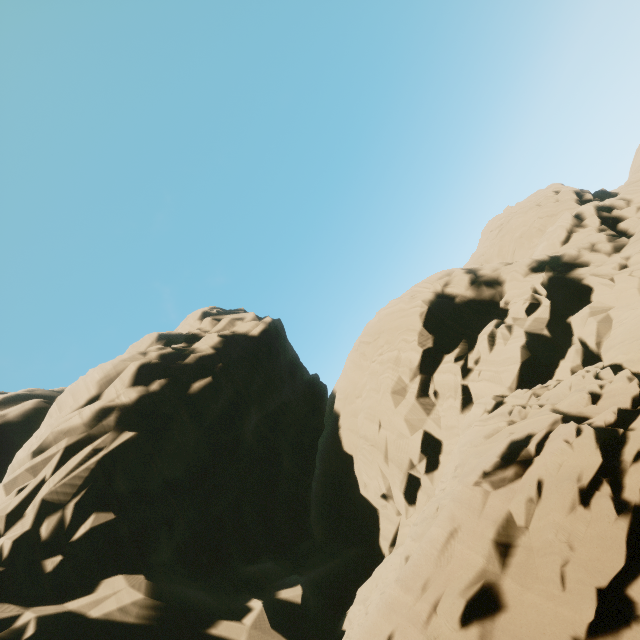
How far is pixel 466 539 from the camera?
8.6 meters
